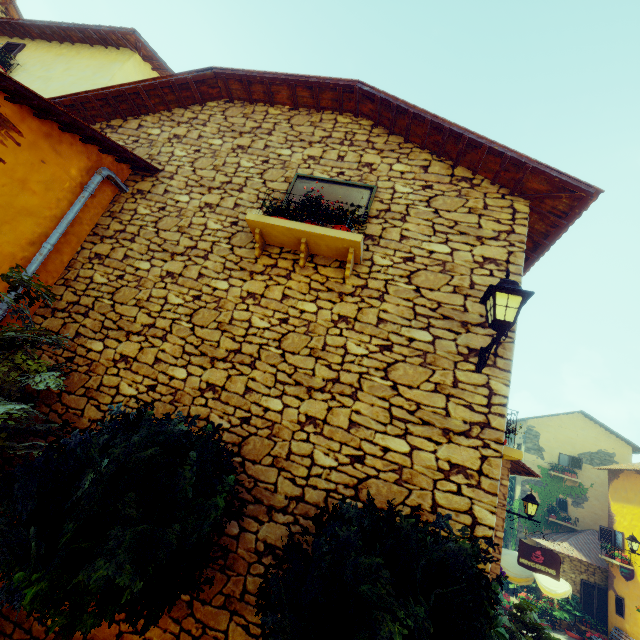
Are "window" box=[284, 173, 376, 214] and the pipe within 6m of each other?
yes

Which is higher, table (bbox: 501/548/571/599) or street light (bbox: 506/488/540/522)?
street light (bbox: 506/488/540/522)

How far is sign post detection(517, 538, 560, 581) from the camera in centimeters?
797cm

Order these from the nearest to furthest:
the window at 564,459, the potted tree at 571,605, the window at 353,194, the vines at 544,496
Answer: A:
the window at 353,194
the potted tree at 571,605
the vines at 544,496
the window at 564,459

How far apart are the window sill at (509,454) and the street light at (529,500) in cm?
501

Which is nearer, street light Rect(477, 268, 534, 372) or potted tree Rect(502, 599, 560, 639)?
street light Rect(477, 268, 534, 372)

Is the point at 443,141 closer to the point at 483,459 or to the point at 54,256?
the point at 483,459

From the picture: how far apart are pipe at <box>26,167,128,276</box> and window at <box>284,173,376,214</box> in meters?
2.6 m
